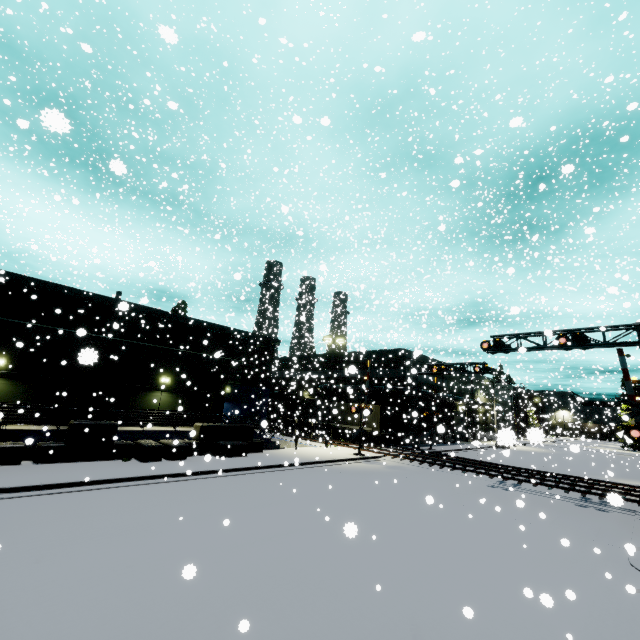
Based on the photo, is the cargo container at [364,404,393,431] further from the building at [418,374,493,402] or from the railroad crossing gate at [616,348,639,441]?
the railroad crossing gate at [616,348,639,441]

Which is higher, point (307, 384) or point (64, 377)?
point (307, 384)

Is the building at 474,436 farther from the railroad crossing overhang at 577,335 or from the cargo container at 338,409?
the railroad crossing overhang at 577,335

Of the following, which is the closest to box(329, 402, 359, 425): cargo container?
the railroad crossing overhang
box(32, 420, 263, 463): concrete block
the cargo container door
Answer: the cargo container door

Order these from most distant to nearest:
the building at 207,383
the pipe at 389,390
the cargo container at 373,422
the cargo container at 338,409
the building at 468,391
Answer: the building at 468,391, the pipe at 389,390, the cargo container at 373,422, the cargo container at 338,409, the building at 207,383

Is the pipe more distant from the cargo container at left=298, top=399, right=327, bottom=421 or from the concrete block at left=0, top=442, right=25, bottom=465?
the concrete block at left=0, top=442, right=25, bottom=465

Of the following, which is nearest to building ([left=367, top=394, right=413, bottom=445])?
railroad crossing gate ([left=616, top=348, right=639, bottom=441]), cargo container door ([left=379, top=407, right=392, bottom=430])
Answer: railroad crossing gate ([left=616, top=348, right=639, bottom=441])

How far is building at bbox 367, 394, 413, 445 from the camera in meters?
35.5 m
